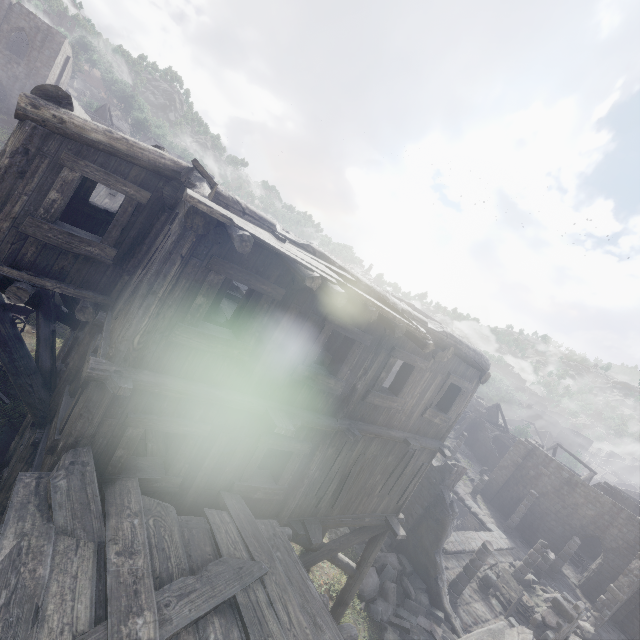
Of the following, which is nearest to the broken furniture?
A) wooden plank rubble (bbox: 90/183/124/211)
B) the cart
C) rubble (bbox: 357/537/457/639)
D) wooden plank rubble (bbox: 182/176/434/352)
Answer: rubble (bbox: 357/537/457/639)

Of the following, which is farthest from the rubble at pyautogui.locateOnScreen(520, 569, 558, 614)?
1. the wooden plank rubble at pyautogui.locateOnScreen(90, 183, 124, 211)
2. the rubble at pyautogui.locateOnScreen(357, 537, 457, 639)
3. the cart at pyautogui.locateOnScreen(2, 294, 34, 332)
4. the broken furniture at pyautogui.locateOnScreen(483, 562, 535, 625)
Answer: the wooden plank rubble at pyautogui.locateOnScreen(90, 183, 124, 211)

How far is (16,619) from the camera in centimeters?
287cm

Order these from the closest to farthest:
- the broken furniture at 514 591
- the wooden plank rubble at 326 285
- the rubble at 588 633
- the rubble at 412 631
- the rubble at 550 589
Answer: the wooden plank rubble at 326 285 < the rubble at 412 631 < the broken furniture at 514 591 < the rubble at 588 633 < the rubble at 550 589

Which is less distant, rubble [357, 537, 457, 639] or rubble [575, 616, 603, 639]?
rubble [357, 537, 457, 639]

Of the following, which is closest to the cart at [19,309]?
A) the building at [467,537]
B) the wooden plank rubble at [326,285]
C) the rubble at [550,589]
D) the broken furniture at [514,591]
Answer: the building at [467,537]

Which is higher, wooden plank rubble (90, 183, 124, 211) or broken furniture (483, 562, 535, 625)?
wooden plank rubble (90, 183, 124, 211)

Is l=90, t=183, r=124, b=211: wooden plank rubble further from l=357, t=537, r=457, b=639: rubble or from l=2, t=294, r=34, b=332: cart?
l=357, t=537, r=457, b=639: rubble
